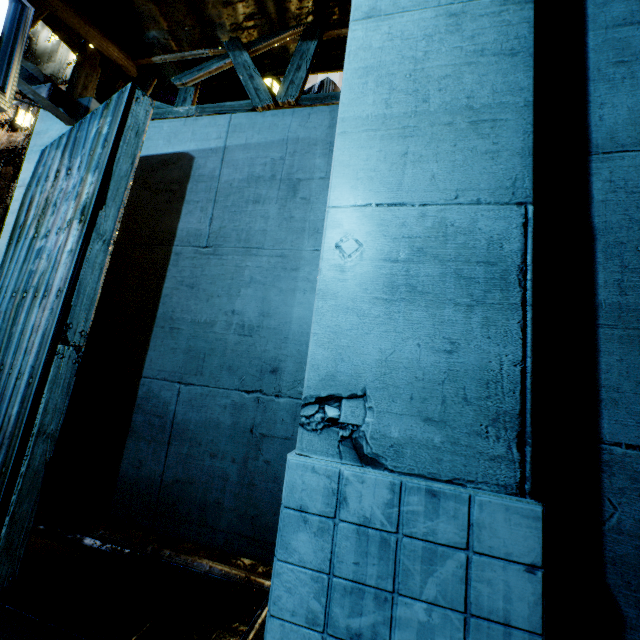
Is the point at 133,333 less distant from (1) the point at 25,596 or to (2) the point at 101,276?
(2) the point at 101,276

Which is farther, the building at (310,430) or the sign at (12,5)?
the sign at (12,5)

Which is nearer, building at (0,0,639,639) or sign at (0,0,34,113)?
building at (0,0,639,639)
